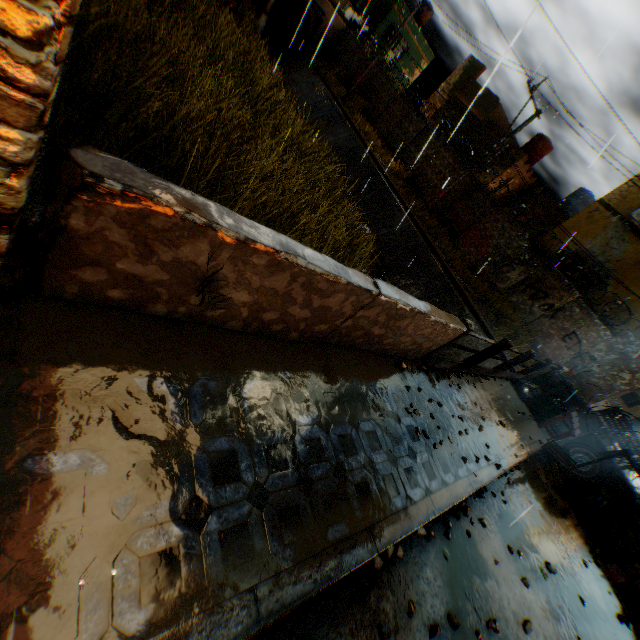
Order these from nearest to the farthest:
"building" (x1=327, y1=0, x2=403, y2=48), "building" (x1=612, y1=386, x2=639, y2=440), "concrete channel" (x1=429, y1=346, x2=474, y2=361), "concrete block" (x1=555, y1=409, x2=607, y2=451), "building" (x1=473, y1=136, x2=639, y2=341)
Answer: "concrete block" (x1=555, y1=409, x2=607, y2=451)
"concrete channel" (x1=429, y1=346, x2=474, y2=361)
"building" (x1=473, y1=136, x2=639, y2=341)
"building" (x1=327, y1=0, x2=403, y2=48)
"building" (x1=612, y1=386, x2=639, y2=440)

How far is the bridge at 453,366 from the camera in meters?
5.2 m

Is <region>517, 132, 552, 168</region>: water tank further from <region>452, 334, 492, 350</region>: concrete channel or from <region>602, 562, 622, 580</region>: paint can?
<region>602, 562, 622, 580</region>: paint can

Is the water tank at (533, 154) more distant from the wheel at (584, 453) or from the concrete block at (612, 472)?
the wheel at (584, 453)

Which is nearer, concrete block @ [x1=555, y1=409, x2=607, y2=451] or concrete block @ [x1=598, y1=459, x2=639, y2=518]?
concrete block @ [x1=598, y1=459, x2=639, y2=518]

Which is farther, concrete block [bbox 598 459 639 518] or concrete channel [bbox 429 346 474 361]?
concrete channel [bbox 429 346 474 361]

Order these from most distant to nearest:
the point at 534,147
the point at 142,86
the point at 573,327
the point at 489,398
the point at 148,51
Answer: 1. the point at 534,147
2. the point at 573,327
3. the point at 489,398
4. the point at 148,51
5. the point at 142,86

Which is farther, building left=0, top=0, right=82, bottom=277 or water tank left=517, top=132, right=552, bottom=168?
water tank left=517, top=132, right=552, bottom=168
